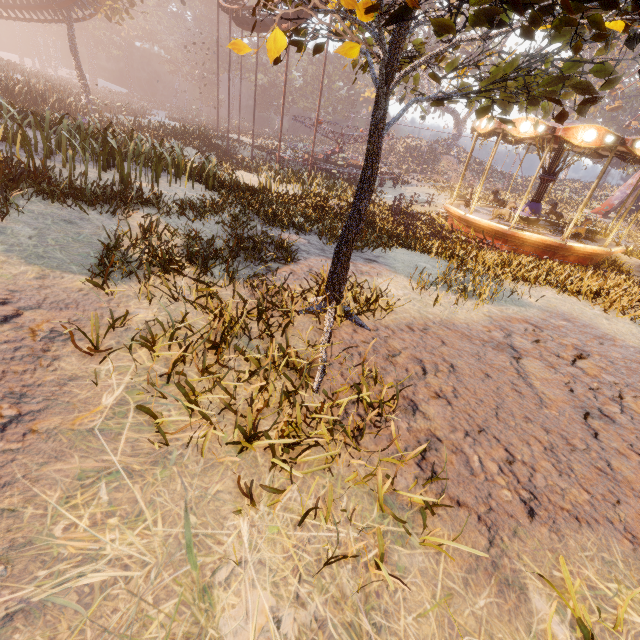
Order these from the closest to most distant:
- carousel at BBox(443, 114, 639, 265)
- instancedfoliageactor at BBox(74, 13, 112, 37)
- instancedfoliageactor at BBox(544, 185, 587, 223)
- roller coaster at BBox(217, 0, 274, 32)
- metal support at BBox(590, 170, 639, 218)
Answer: carousel at BBox(443, 114, 639, 265) → roller coaster at BBox(217, 0, 274, 32) → instancedfoliageactor at BBox(544, 185, 587, 223) → metal support at BBox(590, 170, 639, 218) → instancedfoliageactor at BBox(74, 13, 112, 37)

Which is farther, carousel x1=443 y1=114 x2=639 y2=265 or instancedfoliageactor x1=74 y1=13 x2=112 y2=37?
instancedfoliageactor x1=74 y1=13 x2=112 y2=37

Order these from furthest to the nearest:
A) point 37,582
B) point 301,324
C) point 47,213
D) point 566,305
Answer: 1. point 566,305
2. point 47,213
3. point 301,324
4. point 37,582

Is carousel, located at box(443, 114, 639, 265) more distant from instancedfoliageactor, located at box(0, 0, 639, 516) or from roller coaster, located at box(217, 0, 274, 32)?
roller coaster, located at box(217, 0, 274, 32)

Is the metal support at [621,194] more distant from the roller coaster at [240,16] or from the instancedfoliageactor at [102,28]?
the instancedfoliageactor at [102,28]

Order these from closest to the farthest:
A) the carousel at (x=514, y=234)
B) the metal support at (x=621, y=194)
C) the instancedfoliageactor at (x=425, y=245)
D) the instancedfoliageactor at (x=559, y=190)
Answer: the instancedfoliageactor at (x=425, y=245), the carousel at (x=514, y=234), the instancedfoliageactor at (x=559, y=190), the metal support at (x=621, y=194)

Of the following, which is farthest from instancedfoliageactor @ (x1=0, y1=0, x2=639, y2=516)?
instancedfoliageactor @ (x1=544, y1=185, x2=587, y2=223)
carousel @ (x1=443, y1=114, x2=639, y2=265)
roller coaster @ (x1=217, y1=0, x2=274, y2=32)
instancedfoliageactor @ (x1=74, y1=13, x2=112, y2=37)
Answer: instancedfoliageactor @ (x1=74, y1=13, x2=112, y2=37)

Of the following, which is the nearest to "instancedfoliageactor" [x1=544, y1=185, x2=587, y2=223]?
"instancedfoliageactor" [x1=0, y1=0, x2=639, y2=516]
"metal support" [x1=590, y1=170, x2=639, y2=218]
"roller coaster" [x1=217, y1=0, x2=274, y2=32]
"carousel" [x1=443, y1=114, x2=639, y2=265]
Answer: "metal support" [x1=590, y1=170, x2=639, y2=218]
